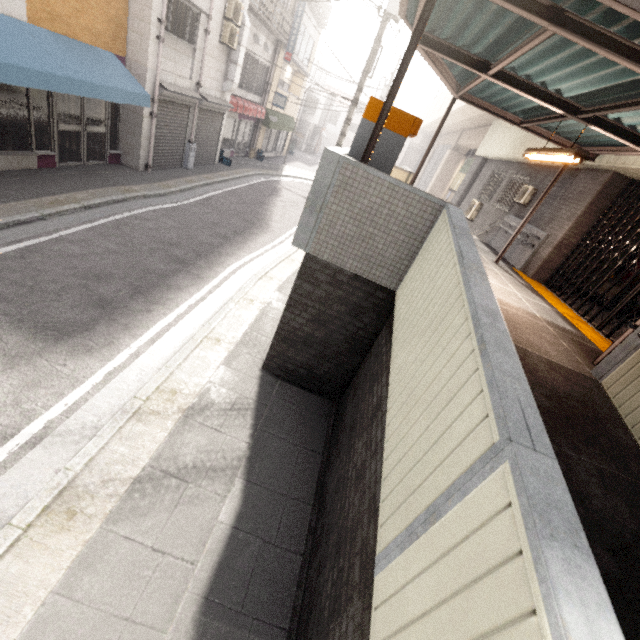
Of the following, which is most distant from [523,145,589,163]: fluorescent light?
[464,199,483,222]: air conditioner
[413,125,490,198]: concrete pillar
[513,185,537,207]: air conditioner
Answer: [413,125,490,198]: concrete pillar

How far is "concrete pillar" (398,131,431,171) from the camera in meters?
40.7 m

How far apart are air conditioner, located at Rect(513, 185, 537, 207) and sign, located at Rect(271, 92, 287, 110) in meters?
15.1 m

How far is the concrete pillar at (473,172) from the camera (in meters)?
17.17

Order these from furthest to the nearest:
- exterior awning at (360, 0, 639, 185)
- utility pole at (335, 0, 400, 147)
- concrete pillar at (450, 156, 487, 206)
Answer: concrete pillar at (450, 156, 487, 206)
utility pole at (335, 0, 400, 147)
exterior awning at (360, 0, 639, 185)

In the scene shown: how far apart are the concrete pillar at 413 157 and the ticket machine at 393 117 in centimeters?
4281cm

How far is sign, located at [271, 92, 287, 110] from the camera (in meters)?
19.45

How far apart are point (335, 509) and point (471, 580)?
2.3 meters
